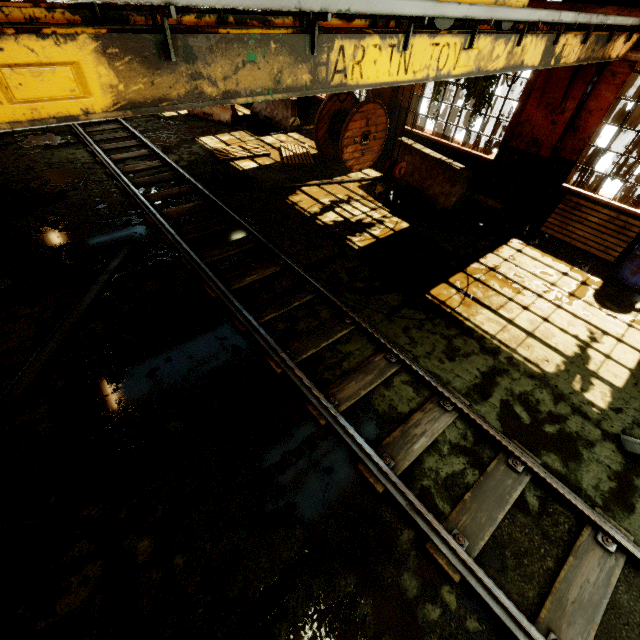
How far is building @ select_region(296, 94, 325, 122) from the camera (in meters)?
12.56

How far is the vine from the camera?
7.3 meters

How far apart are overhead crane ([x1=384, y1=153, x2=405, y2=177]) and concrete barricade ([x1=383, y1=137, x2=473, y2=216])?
4.35m

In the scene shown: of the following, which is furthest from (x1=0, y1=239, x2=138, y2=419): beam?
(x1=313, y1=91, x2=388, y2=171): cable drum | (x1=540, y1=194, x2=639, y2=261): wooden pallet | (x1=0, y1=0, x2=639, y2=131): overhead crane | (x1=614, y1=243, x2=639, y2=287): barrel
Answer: (x1=614, y1=243, x2=639, y2=287): barrel

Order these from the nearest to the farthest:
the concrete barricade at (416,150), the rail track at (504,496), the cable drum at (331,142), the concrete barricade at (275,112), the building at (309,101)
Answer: the rail track at (504,496)
the concrete barricade at (416,150)
the cable drum at (331,142)
the concrete barricade at (275,112)
the building at (309,101)

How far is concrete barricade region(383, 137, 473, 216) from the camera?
7.98m

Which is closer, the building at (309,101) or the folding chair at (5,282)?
the folding chair at (5,282)

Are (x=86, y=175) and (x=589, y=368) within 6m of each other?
no
